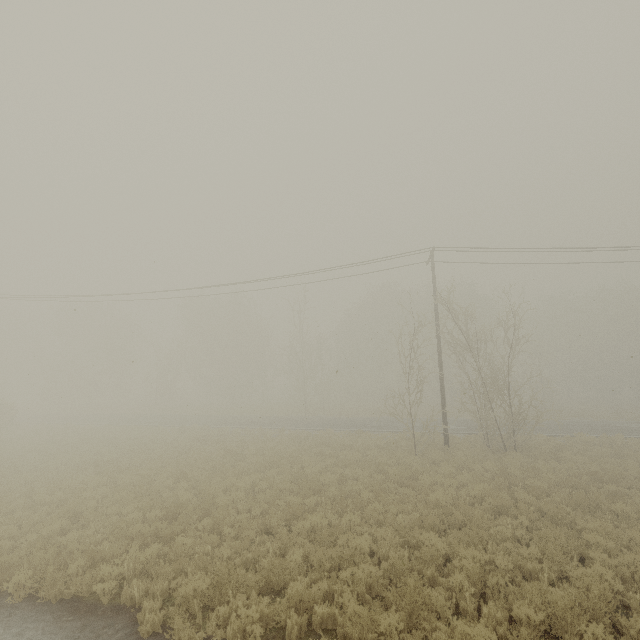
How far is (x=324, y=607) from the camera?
6.40m
